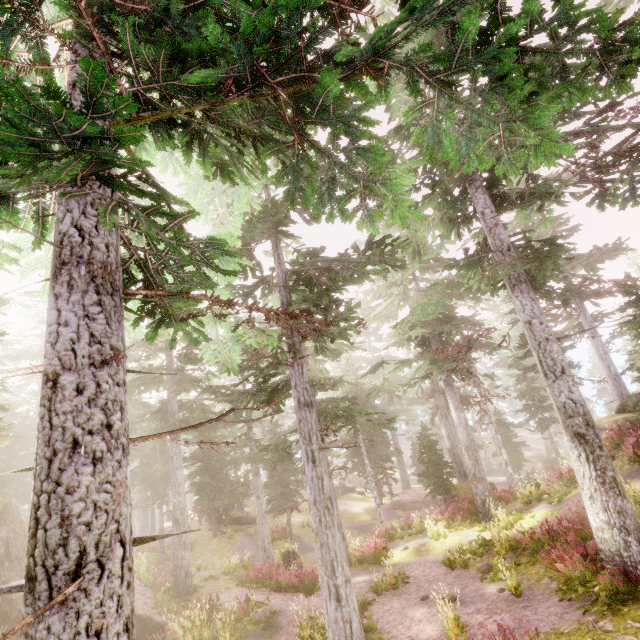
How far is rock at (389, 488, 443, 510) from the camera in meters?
29.7

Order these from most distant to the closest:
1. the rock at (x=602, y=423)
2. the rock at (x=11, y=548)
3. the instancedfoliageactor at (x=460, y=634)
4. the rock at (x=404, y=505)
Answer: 1. the rock at (x=404, y=505)
2. the rock at (x=602, y=423)
3. the rock at (x=11, y=548)
4. the instancedfoliageactor at (x=460, y=634)

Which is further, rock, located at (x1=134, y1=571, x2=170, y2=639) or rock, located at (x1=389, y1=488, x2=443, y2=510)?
rock, located at (x1=389, y1=488, x2=443, y2=510)

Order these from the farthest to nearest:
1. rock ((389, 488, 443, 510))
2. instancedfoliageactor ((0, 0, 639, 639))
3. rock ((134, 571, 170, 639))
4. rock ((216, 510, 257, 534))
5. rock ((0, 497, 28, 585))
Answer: rock ((389, 488, 443, 510)) → rock ((216, 510, 257, 534)) → rock ((0, 497, 28, 585)) → rock ((134, 571, 170, 639)) → instancedfoliageactor ((0, 0, 639, 639))

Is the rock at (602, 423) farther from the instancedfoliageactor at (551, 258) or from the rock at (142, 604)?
the rock at (142, 604)

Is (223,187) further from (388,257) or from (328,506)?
(328,506)

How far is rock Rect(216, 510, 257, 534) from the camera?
28.1 meters

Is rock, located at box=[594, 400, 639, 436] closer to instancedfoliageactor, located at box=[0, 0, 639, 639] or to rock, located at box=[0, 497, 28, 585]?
instancedfoliageactor, located at box=[0, 0, 639, 639]
